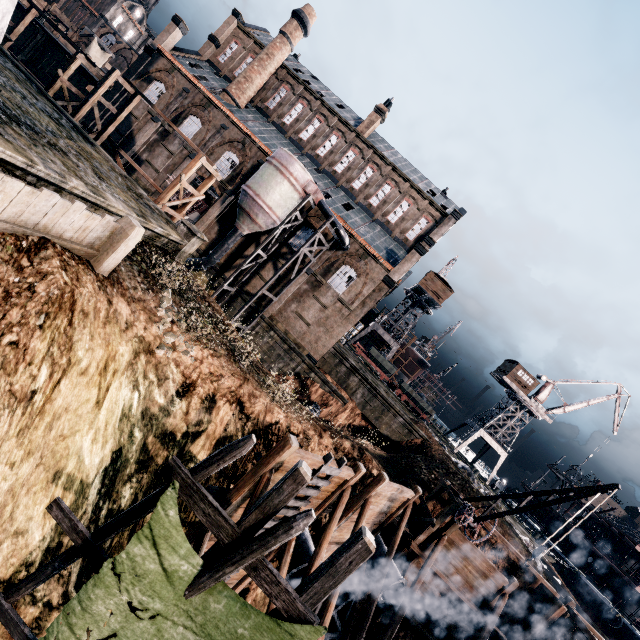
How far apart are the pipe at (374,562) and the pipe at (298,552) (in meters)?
5.85

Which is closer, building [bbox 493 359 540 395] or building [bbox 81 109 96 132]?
building [bbox 81 109 96 132]

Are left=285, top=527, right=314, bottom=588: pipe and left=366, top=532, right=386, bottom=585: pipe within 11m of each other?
yes

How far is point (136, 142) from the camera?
35.19m

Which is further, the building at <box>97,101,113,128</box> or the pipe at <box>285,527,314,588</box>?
the building at <box>97,101,113,128</box>

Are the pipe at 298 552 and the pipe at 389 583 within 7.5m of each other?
yes

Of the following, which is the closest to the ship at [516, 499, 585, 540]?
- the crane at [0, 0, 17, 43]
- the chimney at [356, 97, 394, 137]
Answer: the chimney at [356, 97, 394, 137]

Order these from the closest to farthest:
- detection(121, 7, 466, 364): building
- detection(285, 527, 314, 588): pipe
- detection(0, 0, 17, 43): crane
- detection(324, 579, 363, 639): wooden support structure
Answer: detection(285, 527, 314, 588): pipe
detection(324, 579, 363, 639): wooden support structure
detection(0, 0, 17, 43): crane
detection(121, 7, 466, 364): building
